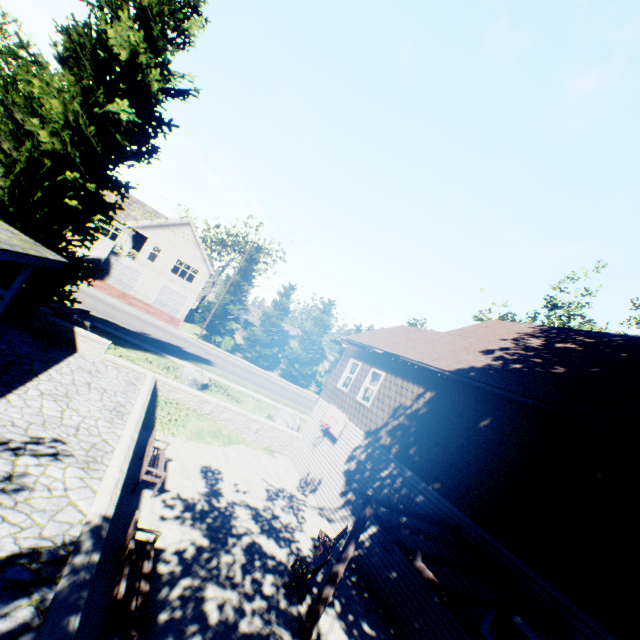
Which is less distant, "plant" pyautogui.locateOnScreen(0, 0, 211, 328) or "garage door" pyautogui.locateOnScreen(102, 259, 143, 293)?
"plant" pyautogui.locateOnScreen(0, 0, 211, 328)

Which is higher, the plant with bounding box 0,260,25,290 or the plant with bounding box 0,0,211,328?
the plant with bounding box 0,0,211,328

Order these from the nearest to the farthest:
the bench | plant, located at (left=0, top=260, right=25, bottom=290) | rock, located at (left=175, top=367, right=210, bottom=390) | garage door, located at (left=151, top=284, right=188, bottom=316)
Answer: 1. the bench
2. plant, located at (left=0, top=260, right=25, bottom=290)
3. rock, located at (left=175, top=367, right=210, bottom=390)
4. garage door, located at (left=151, top=284, right=188, bottom=316)

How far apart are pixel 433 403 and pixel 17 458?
10.7 meters

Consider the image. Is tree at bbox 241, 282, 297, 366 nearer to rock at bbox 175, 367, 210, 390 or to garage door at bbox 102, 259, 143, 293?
garage door at bbox 102, 259, 143, 293

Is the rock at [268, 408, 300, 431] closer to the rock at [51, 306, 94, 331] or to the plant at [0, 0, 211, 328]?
the rock at [51, 306, 94, 331]

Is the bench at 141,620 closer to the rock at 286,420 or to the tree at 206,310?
the rock at 286,420

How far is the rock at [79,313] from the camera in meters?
14.0
